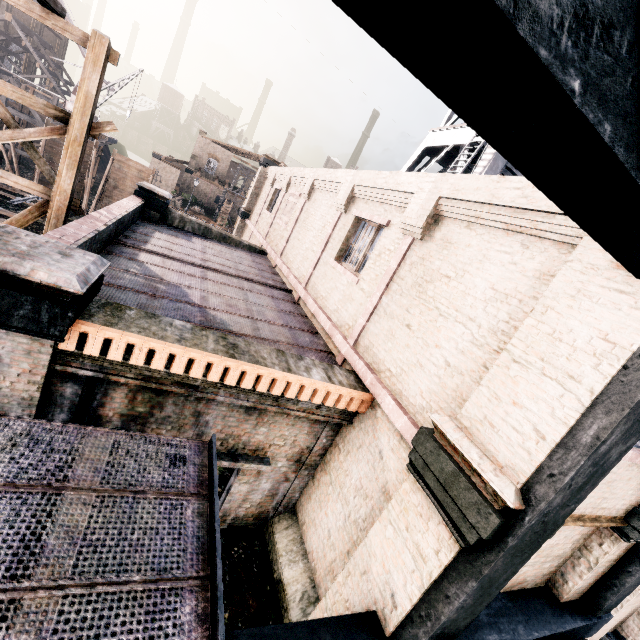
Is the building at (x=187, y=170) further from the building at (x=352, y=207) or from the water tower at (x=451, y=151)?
the water tower at (x=451, y=151)

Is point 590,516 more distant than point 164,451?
Yes

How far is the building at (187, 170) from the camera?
57.8m

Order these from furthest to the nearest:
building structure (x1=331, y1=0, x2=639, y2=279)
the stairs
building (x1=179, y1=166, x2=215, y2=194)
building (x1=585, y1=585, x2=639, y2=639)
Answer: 1. building (x1=179, y1=166, x2=215, y2=194)
2. building (x1=585, y1=585, x2=639, y2=639)
3. the stairs
4. building structure (x1=331, y1=0, x2=639, y2=279)

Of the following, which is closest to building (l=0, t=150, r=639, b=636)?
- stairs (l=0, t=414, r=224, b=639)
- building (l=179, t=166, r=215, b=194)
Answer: stairs (l=0, t=414, r=224, b=639)

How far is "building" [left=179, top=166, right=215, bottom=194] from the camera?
57.75m

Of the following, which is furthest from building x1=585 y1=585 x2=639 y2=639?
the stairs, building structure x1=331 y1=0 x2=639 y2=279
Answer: the stairs

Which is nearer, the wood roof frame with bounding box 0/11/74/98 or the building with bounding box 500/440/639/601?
the building with bounding box 500/440/639/601
